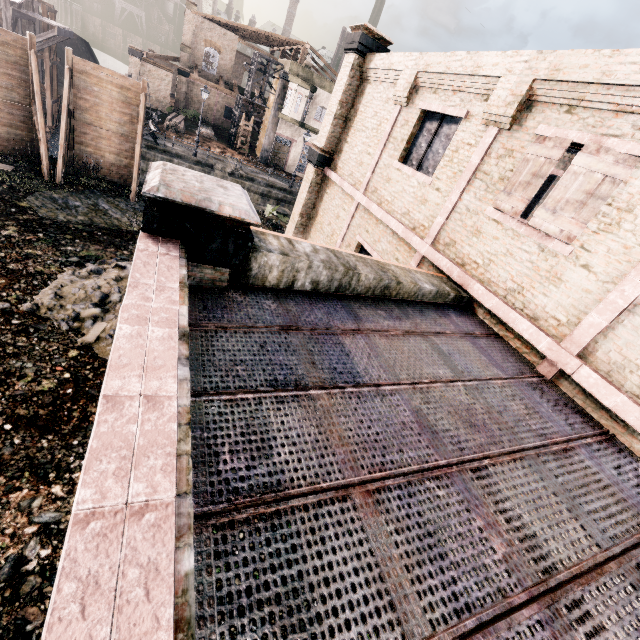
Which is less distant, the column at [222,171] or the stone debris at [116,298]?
the stone debris at [116,298]

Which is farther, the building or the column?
the column

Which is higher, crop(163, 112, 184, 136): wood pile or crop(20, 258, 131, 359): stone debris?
crop(163, 112, 184, 136): wood pile

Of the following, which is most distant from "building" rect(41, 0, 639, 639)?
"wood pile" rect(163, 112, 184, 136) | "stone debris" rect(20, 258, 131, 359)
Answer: "wood pile" rect(163, 112, 184, 136)

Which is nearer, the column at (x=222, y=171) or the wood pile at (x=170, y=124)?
the column at (x=222, y=171)

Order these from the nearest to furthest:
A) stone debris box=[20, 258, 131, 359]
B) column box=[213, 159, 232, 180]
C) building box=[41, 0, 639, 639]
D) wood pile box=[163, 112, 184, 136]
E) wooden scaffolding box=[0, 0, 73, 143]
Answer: building box=[41, 0, 639, 639], stone debris box=[20, 258, 131, 359], wooden scaffolding box=[0, 0, 73, 143], column box=[213, 159, 232, 180], wood pile box=[163, 112, 184, 136]

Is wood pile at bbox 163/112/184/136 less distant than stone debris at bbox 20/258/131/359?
No

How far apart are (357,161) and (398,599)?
13.6m
